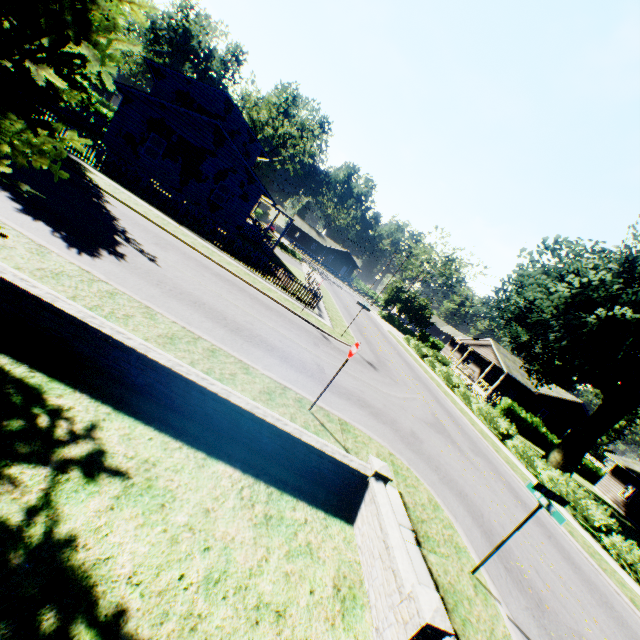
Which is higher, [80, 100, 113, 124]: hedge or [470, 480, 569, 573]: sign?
[470, 480, 569, 573]: sign

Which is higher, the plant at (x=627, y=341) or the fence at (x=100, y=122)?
the plant at (x=627, y=341)

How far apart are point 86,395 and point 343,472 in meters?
4.6 m

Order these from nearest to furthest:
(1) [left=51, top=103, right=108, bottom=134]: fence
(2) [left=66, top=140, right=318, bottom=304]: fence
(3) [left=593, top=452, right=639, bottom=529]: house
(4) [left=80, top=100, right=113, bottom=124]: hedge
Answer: (2) [left=66, top=140, right=318, bottom=304]: fence
(1) [left=51, top=103, right=108, bottom=134]: fence
(3) [left=593, top=452, right=639, bottom=529]: house
(4) [left=80, top=100, right=113, bottom=124]: hedge

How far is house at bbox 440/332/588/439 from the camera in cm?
3703

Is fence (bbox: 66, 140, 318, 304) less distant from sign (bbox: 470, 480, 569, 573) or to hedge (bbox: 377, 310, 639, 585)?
hedge (bbox: 377, 310, 639, 585)

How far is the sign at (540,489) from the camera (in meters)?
6.16

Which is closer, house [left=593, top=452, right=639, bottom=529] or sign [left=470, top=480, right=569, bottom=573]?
sign [left=470, top=480, right=569, bottom=573]
